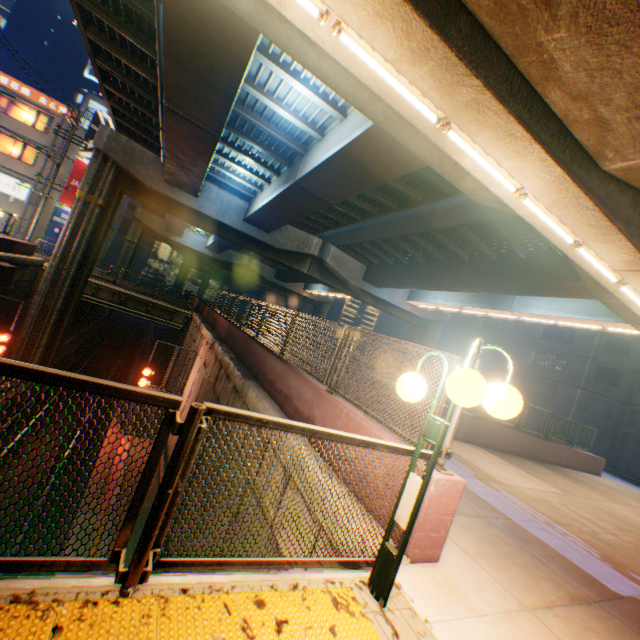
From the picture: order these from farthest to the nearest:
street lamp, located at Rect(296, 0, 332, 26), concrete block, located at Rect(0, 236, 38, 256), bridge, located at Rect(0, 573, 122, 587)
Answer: concrete block, located at Rect(0, 236, 38, 256) → street lamp, located at Rect(296, 0, 332, 26) → bridge, located at Rect(0, 573, 122, 587)

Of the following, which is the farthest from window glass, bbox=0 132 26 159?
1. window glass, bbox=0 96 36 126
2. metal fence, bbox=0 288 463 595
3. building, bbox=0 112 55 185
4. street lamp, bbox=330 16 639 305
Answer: street lamp, bbox=330 16 639 305

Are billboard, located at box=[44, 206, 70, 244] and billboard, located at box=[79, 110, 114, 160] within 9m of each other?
yes

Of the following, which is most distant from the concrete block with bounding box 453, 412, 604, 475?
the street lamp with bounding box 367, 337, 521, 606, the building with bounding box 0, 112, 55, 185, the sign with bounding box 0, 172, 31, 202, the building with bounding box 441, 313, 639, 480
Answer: the sign with bounding box 0, 172, 31, 202

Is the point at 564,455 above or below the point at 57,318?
above

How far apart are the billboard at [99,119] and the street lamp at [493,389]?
37.23m

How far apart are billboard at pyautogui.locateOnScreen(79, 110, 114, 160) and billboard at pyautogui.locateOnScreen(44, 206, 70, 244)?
4.83m

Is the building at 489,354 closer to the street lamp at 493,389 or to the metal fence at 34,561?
the metal fence at 34,561
